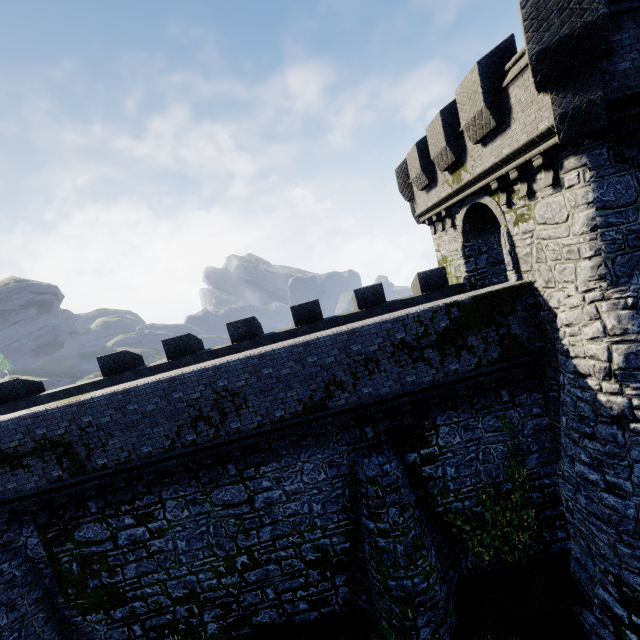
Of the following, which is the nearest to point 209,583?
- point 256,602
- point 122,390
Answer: point 256,602
